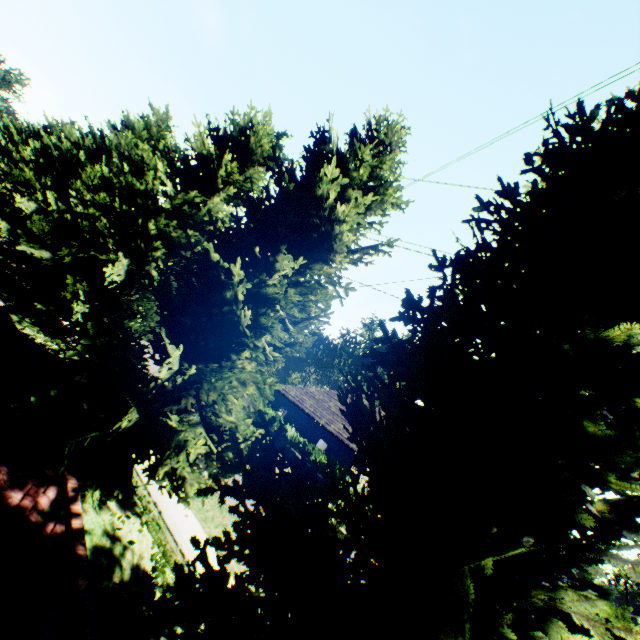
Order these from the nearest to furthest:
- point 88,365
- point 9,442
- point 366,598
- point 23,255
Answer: point 366,598 < point 9,442 < point 88,365 < point 23,255
